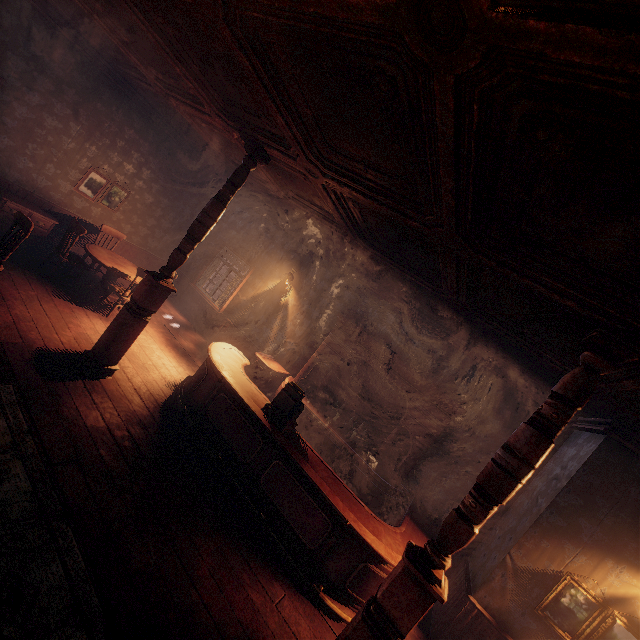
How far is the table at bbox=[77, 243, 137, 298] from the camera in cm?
631

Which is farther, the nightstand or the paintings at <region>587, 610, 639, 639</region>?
the nightstand

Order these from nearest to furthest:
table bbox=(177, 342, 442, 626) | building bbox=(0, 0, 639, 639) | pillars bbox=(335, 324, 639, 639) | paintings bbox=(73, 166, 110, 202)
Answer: building bbox=(0, 0, 639, 639), pillars bbox=(335, 324, 639, 639), table bbox=(177, 342, 442, 626), paintings bbox=(73, 166, 110, 202)

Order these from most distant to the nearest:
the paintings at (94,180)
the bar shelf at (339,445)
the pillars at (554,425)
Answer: the paintings at (94,180), the bar shelf at (339,445), the pillars at (554,425)

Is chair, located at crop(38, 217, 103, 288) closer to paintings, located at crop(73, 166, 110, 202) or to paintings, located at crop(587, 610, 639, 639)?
paintings, located at crop(73, 166, 110, 202)

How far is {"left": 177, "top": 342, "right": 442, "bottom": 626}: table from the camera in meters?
3.7 m

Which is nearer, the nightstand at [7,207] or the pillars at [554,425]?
the pillars at [554,425]

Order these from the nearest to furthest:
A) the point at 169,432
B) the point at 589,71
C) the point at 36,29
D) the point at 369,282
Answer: the point at 589,71, the point at 169,432, the point at 36,29, the point at 369,282
